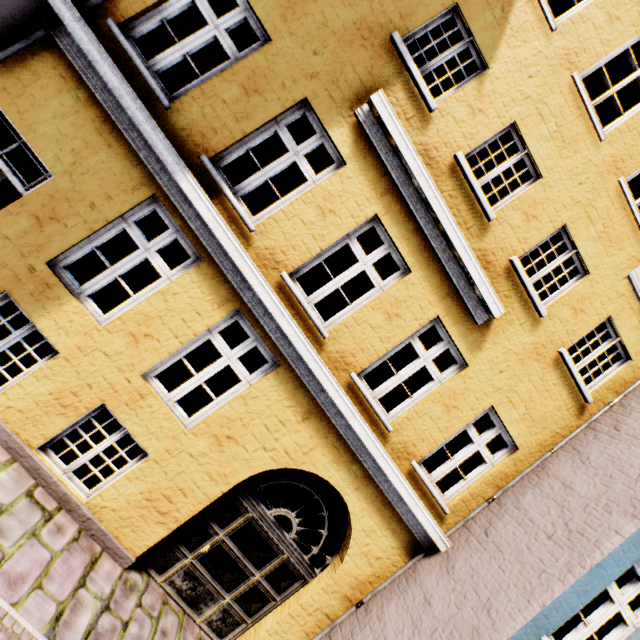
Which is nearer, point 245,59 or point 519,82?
point 245,59
